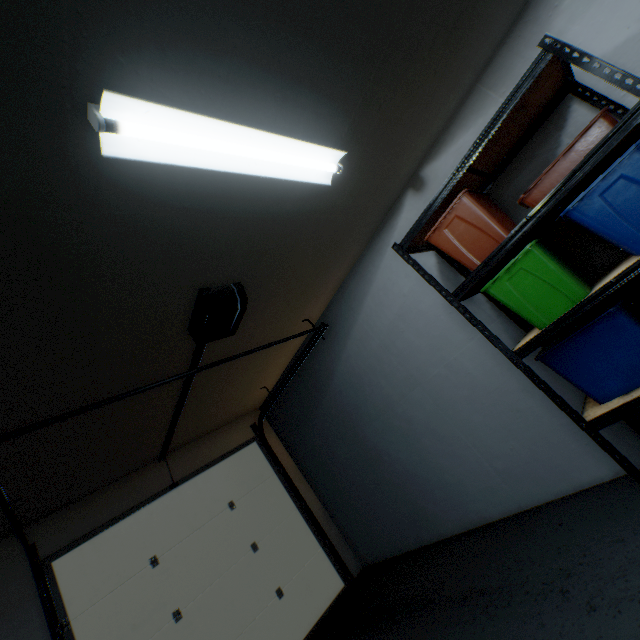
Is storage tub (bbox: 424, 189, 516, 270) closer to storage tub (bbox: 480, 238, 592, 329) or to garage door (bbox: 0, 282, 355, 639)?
storage tub (bbox: 480, 238, 592, 329)

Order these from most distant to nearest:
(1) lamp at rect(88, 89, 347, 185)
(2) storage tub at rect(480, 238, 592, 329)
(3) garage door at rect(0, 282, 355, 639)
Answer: (3) garage door at rect(0, 282, 355, 639) → (2) storage tub at rect(480, 238, 592, 329) → (1) lamp at rect(88, 89, 347, 185)

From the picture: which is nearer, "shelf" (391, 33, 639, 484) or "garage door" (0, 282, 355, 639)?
"shelf" (391, 33, 639, 484)

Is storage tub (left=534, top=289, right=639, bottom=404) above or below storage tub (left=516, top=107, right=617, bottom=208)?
below

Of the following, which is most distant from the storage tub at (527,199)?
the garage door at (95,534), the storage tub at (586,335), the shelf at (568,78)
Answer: the garage door at (95,534)

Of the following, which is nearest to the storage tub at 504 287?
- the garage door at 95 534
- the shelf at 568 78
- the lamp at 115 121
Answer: the shelf at 568 78

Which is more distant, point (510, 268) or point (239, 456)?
point (239, 456)

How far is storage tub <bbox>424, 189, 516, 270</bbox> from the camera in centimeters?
180cm
